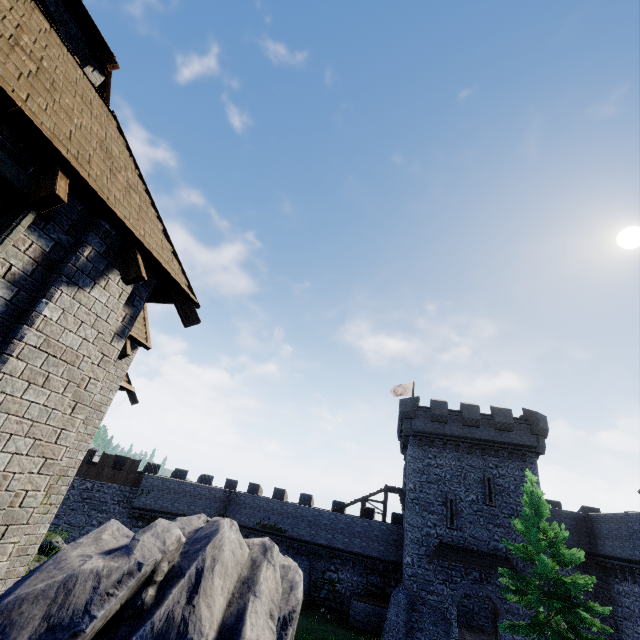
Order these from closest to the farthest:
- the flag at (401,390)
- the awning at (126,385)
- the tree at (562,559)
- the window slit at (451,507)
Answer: the awning at (126,385) → the tree at (562,559) → the window slit at (451,507) → the flag at (401,390)

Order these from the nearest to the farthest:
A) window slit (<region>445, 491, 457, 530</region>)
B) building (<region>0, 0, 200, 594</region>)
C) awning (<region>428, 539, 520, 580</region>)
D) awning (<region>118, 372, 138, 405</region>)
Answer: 1. building (<region>0, 0, 200, 594</region>)
2. awning (<region>118, 372, 138, 405</region>)
3. awning (<region>428, 539, 520, 580</region>)
4. window slit (<region>445, 491, 457, 530</region>)

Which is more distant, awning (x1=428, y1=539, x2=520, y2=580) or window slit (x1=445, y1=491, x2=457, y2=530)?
window slit (x1=445, y1=491, x2=457, y2=530)

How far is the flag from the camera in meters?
35.9

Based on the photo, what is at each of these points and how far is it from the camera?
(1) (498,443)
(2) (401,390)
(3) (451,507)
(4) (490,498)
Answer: (1) building, 26.4m
(2) flag, 36.7m
(3) window slit, 25.0m
(4) window slit, 24.8m

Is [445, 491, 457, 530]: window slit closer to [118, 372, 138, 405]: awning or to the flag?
the flag

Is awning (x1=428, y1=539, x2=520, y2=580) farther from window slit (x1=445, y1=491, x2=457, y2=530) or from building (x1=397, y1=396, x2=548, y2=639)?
window slit (x1=445, y1=491, x2=457, y2=530)

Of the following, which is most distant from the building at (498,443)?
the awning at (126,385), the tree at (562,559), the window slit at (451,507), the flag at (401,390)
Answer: the awning at (126,385)
